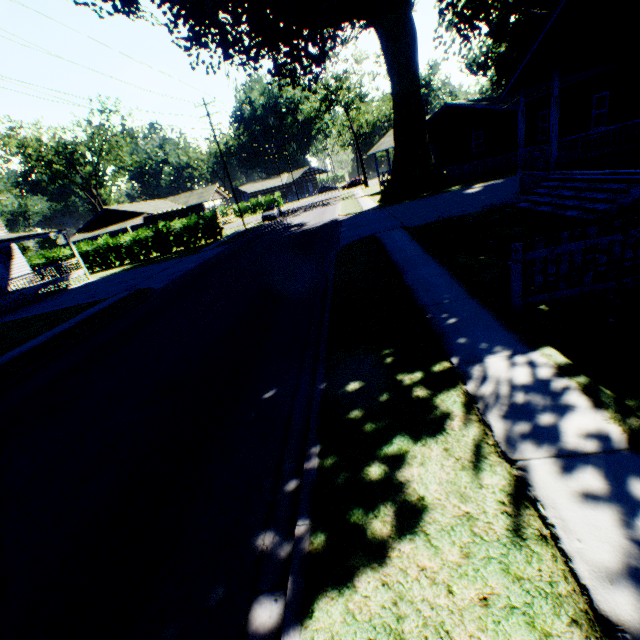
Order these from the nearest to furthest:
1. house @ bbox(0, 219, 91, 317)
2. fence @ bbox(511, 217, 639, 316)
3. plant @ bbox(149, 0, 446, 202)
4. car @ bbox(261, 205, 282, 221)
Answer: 1. fence @ bbox(511, 217, 639, 316)
2. plant @ bbox(149, 0, 446, 202)
3. house @ bbox(0, 219, 91, 317)
4. car @ bbox(261, 205, 282, 221)

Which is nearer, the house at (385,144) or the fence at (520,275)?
the fence at (520,275)

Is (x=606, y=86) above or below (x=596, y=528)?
above

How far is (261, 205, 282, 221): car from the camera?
38.91m

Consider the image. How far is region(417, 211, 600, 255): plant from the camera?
9.1 meters

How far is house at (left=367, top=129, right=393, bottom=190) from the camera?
37.8 meters

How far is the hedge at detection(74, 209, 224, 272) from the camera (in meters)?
31.95

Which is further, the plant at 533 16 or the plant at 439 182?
the plant at 533 16
